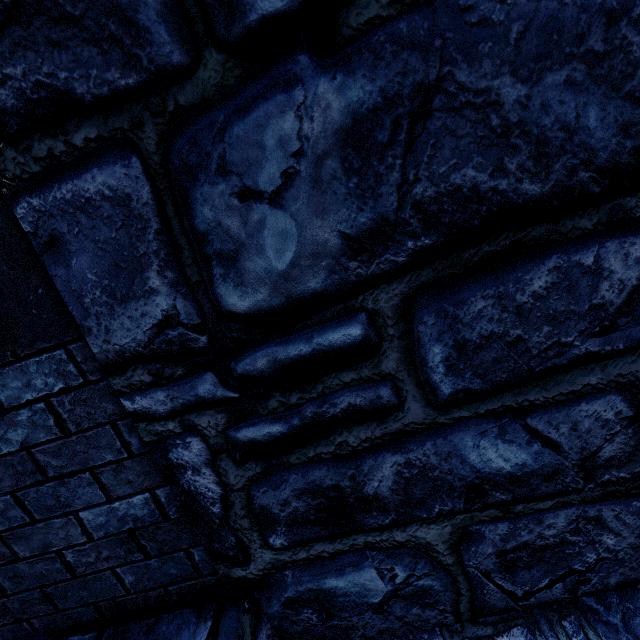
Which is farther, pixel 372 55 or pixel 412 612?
pixel 412 612
